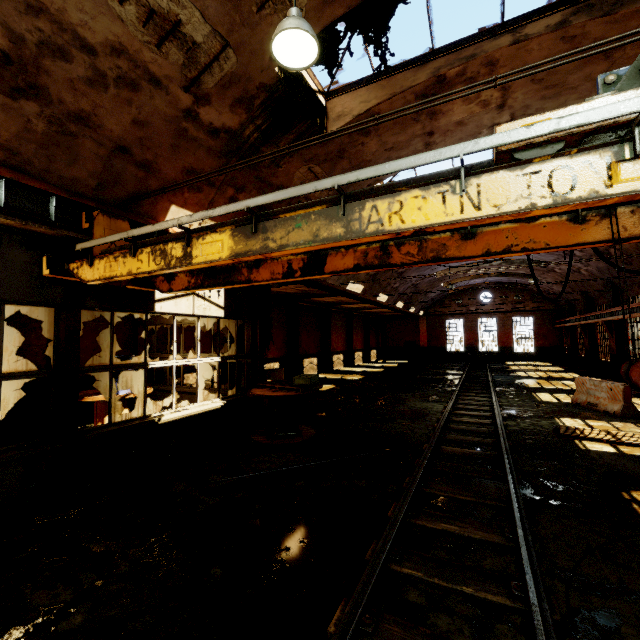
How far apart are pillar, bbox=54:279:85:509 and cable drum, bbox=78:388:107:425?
2.8 meters

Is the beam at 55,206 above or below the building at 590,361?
above

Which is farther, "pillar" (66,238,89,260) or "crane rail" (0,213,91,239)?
"pillar" (66,238,89,260)

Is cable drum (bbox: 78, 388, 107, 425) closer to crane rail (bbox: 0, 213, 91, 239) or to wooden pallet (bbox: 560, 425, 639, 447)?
crane rail (bbox: 0, 213, 91, 239)

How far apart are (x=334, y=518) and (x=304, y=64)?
6.0 meters

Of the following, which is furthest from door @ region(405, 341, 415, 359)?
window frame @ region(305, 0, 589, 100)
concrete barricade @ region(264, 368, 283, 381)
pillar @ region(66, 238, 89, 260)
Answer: pillar @ region(66, 238, 89, 260)

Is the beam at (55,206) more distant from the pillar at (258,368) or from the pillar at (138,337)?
the pillar at (138,337)

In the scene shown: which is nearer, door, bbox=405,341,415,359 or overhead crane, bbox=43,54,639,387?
overhead crane, bbox=43,54,639,387
